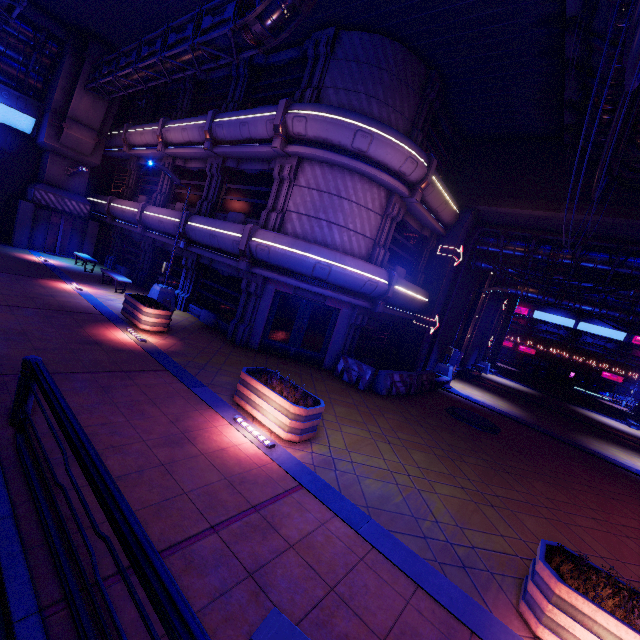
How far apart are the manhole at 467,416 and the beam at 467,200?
9.22m

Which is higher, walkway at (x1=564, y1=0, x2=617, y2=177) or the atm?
walkway at (x1=564, y1=0, x2=617, y2=177)

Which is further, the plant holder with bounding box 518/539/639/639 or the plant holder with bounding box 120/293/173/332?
the plant holder with bounding box 120/293/173/332

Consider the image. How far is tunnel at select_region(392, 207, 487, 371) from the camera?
16.5m

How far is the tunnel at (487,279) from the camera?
23.4 meters

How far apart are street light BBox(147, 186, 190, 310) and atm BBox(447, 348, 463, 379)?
16.0m

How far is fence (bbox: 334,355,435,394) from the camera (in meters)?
12.34

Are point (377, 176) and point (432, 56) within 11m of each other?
yes
